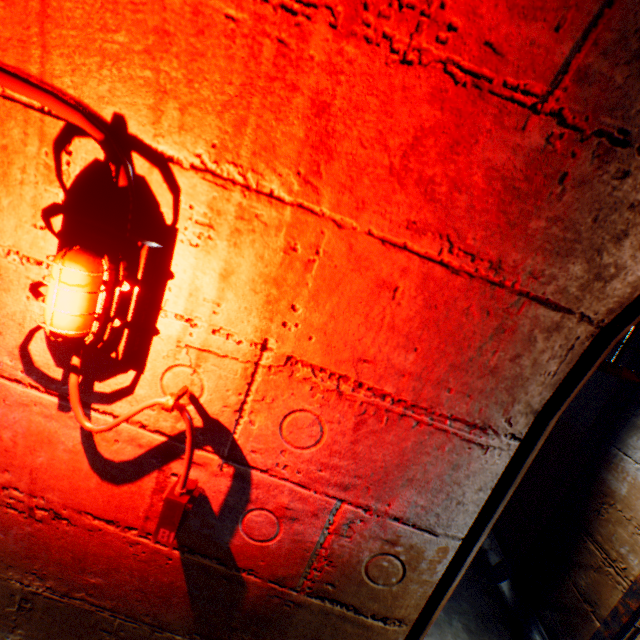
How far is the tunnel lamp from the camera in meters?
0.6

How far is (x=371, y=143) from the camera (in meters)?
0.63

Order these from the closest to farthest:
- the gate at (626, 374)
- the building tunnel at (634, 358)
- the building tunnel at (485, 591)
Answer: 1. the building tunnel at (485, 591)
2. the gate at (626, 374)
3. the building tunnel at (634, 358)

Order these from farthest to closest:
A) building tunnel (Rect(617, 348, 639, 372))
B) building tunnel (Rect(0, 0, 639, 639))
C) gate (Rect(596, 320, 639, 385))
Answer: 1. building tunnel (Rect(617, 348, 639, 372))
2. gate (Rect(596, 320, 639, 385))
3. building tunnel (Rect(0, 0, 639, 639))

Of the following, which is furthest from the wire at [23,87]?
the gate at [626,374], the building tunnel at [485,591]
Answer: the gate at [626,374]

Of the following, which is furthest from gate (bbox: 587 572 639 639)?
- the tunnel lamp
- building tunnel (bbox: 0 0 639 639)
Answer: the tunnel lamp
